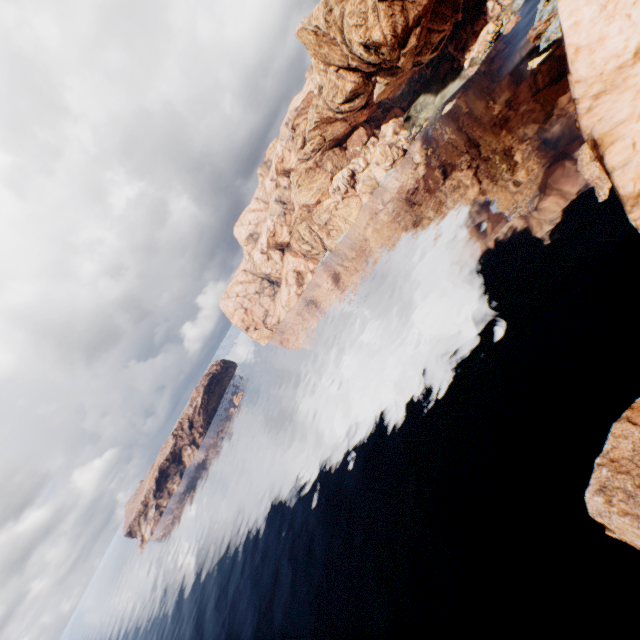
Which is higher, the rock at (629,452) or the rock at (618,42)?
the rock at (618,42)

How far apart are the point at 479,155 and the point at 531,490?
57.26m

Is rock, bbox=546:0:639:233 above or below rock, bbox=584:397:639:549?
above
